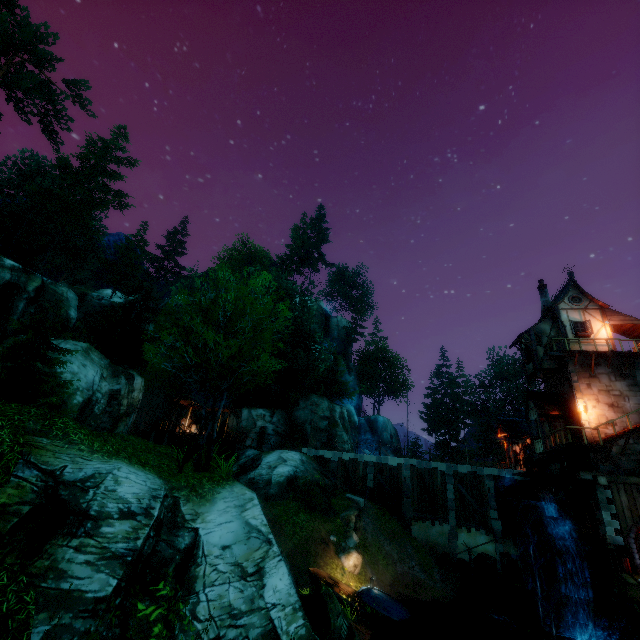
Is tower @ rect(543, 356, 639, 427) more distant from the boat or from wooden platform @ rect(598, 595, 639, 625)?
the boat

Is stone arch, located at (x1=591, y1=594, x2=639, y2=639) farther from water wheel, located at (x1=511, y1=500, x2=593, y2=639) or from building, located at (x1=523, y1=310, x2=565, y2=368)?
building, located at (x1=523, y1=310, x2=565, y2=368)

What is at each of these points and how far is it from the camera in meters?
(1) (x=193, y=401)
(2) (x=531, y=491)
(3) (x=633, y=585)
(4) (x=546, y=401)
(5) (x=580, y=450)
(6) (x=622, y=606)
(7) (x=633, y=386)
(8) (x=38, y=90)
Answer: (1) building, 32.0 m
(2) drain, 20.4 m
(3) box, 15.4 m
(4) building, 22.6 m
(5) wooden platform, 19.2 m
(6) wooden platform, 14.6 m
(7) tower, 20.5 m
(8) tree, 30.1 m

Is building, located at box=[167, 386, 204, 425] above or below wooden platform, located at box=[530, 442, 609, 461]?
above

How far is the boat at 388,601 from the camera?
15.9 meters

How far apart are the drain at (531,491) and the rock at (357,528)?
11.03m

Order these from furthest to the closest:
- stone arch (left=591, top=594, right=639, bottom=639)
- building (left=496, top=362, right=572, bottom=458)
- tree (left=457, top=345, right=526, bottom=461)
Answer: tree (left=457, top=345, right=526, bottom=461)
building (left=496, top=362, right=572, bottom=458)
stone arch (left=591, top=594, right=639, bottom=639)

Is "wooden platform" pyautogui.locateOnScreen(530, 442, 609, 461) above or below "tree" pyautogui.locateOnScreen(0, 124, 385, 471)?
below
